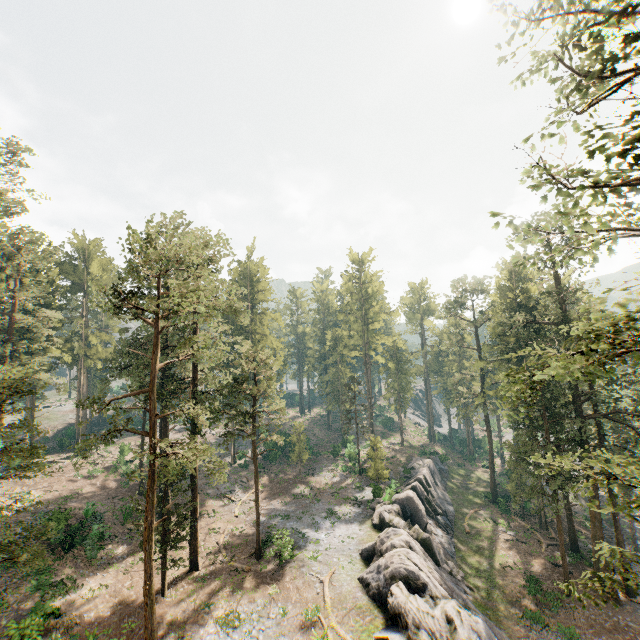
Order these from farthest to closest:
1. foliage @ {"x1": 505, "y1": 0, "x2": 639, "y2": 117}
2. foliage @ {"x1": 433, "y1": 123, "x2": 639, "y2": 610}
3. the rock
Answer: the rock < foliage @ {"x1": 433, "y1": 123, "x2": 639, "y2": 610} < foliage @ {"x1": 505, "y1": 0, "x2": 639, "y2": 117}

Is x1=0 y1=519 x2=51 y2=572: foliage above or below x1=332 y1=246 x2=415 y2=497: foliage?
below

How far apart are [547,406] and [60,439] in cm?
6446

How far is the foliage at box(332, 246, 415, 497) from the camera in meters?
44.7

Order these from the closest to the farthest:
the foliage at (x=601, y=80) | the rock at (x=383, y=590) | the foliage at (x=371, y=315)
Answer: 1. the foliage at (x=601, y=80)
2. the rock at (x=383, y=590)
3. the foliage at (x=371, y=315)

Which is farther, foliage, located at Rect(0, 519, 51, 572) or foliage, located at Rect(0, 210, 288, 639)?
foliage, located at Rect(0, 210, 288, 639)

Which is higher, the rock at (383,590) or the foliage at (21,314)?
the foliage at (21,314)
